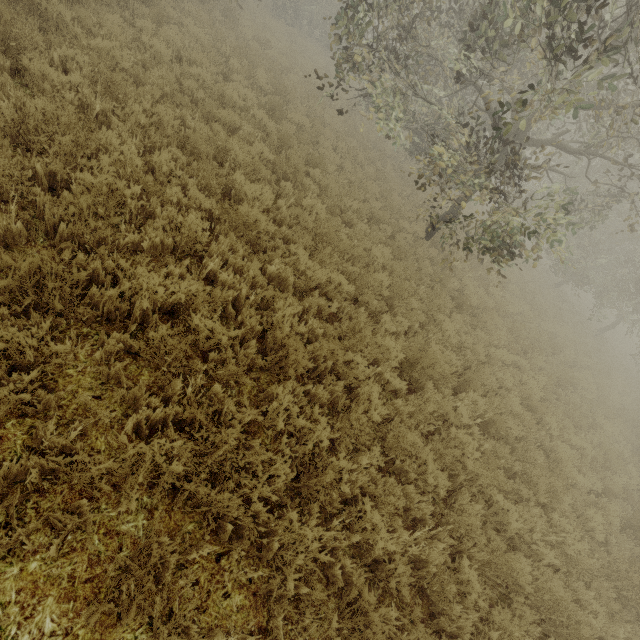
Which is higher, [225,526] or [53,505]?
[225,526]
